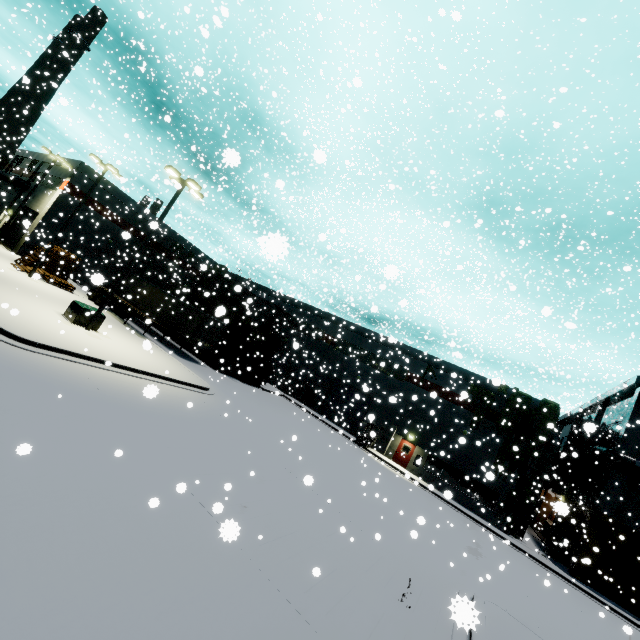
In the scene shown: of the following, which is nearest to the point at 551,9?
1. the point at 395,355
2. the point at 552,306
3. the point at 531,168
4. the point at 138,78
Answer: the point at 552,306

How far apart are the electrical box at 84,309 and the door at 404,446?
26.2m

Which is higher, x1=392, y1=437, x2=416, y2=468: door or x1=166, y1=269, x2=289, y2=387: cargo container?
x1=166, y1=269, x2=289, y2=387: cargo container

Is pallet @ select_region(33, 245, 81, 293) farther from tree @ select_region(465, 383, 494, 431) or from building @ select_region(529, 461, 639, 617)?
tree @ select_region(465, 383, 494, 431)

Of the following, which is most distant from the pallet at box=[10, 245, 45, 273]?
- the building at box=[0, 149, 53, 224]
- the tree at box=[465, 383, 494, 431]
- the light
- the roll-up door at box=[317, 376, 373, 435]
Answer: the tree at box=[465, 383, 494, 431]

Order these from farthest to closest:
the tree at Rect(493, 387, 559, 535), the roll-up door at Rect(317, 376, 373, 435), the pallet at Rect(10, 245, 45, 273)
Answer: the roll-up door at Rect(317, 376, 373, 435) < the tree at Rect(493, 387, 559, 535) < the pallet at Rect(10, 245, 45, 273)

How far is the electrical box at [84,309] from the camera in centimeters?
1687cm

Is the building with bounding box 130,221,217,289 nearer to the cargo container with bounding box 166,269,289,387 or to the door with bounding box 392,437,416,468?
the door with bounding box 392,437,416,468
